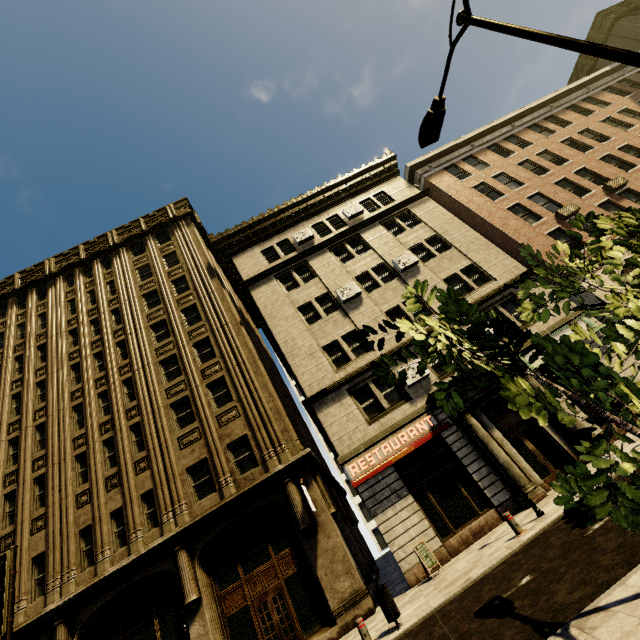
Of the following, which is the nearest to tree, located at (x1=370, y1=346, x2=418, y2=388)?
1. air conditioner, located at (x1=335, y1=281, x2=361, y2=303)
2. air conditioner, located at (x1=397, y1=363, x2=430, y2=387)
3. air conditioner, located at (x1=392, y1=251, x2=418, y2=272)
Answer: air conditioner, located at (x1=397, y1=363, x2=430, y2=387)

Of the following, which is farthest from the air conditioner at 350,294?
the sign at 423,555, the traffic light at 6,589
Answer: the traffic light at 6,589

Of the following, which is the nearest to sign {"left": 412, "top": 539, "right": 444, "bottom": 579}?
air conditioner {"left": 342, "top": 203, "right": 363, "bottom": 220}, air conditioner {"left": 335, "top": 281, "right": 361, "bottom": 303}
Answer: air conditioner {"left": 335, "top": 281, "right": 361, "bottom": 303}

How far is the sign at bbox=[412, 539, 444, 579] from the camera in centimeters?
1073cm

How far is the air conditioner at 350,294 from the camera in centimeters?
1833cm

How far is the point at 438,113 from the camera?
7.08m

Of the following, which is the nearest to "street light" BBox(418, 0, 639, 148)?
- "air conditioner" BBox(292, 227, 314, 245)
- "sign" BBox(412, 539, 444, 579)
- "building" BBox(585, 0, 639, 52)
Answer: "building" BBox(585, 0, 639, 52)

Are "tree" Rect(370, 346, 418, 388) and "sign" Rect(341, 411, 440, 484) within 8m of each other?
no
